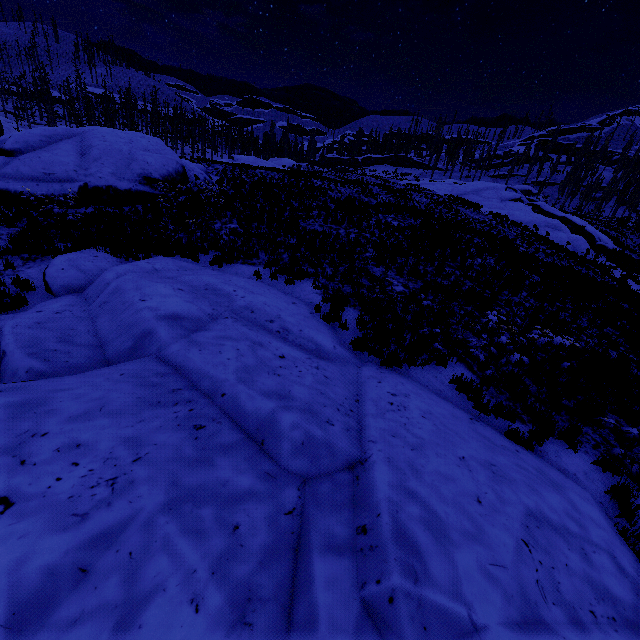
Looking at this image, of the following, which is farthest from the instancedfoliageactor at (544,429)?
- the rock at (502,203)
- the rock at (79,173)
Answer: the rock at (502,203)

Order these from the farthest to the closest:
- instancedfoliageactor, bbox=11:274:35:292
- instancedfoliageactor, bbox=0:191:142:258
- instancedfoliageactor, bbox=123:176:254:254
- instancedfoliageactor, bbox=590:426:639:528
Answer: instancedfoliageactor, bbox=123:176:254:254
instancedfoliageactor, bbox=0:191:142:258
instancedfoliageactor, bbox=11:274:35:292
instancedfoliageactor, bbox=590:426:639:528

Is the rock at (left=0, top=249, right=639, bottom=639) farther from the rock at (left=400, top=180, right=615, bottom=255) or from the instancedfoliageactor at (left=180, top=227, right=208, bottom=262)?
the rock at (left=400, top=180, right=615, bottom=255)

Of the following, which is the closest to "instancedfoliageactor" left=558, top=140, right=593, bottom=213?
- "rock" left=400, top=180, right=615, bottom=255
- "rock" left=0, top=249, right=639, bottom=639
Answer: "rock" left=0, top=249, right=639, bottom=639

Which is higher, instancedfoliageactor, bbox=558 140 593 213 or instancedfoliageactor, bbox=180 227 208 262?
instancedfoliageactor, bbox=558 140 593 213

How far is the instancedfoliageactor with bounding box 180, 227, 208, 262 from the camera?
11.62m

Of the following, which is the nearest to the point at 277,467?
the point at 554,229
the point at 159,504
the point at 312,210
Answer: the point at 159,504
